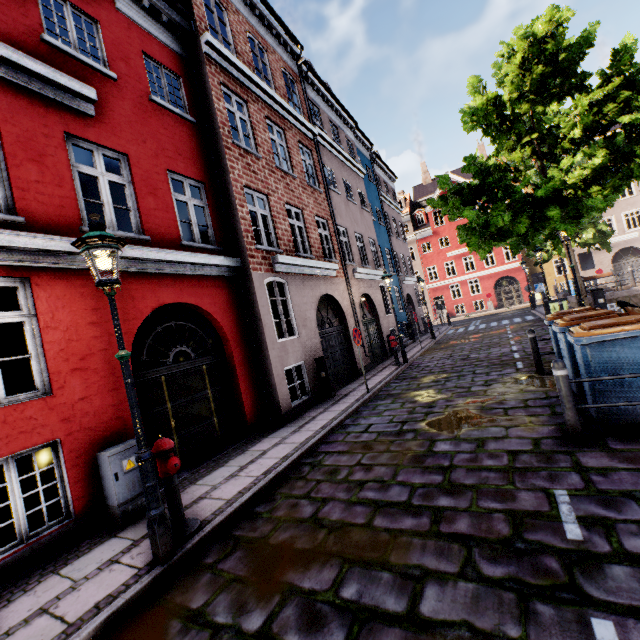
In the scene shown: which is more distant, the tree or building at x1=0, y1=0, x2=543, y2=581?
the tree

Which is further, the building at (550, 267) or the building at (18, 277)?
the building at (550, 267)

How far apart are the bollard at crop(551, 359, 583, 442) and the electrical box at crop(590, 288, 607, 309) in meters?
11.9

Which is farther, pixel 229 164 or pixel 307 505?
pixel 229 164

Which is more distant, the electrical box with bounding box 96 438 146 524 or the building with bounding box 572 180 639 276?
the building with bounding box 572 180 639 276

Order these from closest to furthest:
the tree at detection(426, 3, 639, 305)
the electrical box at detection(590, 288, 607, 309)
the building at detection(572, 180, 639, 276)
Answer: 1. the tree at detection(426, 3, 639, 305)
2. the electrical box at detection(590, 288, 607, 309)
3. the building at detection(572, 180, 639, 276)

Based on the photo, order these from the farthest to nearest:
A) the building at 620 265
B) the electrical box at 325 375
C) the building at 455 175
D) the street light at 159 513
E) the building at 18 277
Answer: the building at 455 175 < the building at 620 265 < the electrical box at 325 375 < the building at 18 277 < the street light at 159 513

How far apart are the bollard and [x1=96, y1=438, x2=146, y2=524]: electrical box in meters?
6.2 m
